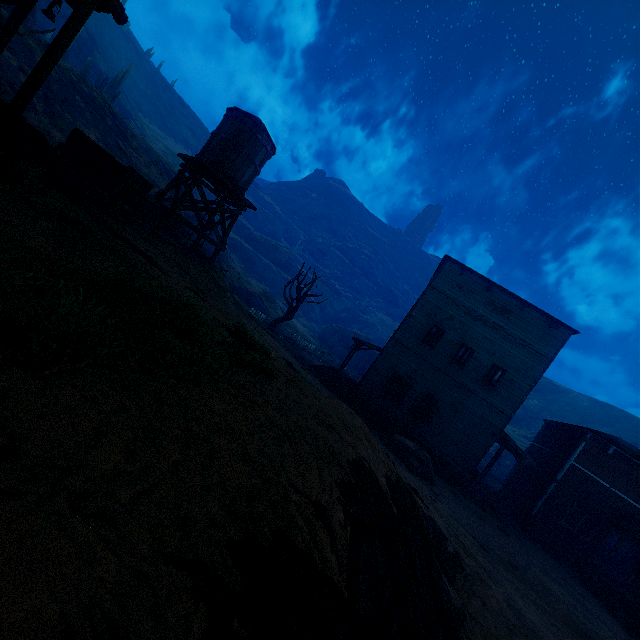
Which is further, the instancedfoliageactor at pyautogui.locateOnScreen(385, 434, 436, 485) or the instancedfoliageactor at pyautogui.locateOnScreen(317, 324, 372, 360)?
the instancedfoliageactor at pyautogui.locateOnScreen(317, 324, 372, 360)

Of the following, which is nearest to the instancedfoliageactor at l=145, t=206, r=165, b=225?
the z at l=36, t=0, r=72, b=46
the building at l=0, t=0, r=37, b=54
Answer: the building at l=0, t=0, r=37, b=54

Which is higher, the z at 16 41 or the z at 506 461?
the z at 16 41

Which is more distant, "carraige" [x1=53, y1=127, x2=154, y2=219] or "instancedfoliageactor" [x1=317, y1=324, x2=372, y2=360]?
"instancedfoliageactor" [x1=317, y1=324, x2=372, y2=360]

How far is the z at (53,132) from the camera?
17.2 meters

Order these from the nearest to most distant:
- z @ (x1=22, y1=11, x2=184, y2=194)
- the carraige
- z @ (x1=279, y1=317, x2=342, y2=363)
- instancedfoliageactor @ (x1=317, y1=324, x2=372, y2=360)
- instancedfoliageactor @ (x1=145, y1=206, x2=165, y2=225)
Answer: the carraige < instancedfoliageactor @ (x1=145, y1=206, x2=165, y2=225) < z @ (x1=22, y1=11, x2=184, y2=194) < z @ (x1=279, y1=317, x2=342, y2=363) < instancedfoliageactor @ (x1=317, y1=324, x2=372, y2=360)

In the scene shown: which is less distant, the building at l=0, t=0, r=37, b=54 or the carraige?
the building at l=0, t=0, r=37, b=54

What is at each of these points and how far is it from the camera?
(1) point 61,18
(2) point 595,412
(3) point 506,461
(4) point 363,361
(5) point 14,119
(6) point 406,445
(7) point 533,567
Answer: (1) z, 40.5 meters
(2) z, 59.7 meters
(3) z, 38.0 meters
(4) instancedfoliageactor, 48.1 meters
(5) building, 5.6 meters
(6) instancedfoliageactor, 15.5 meters
(7) z, 13.4 meters
